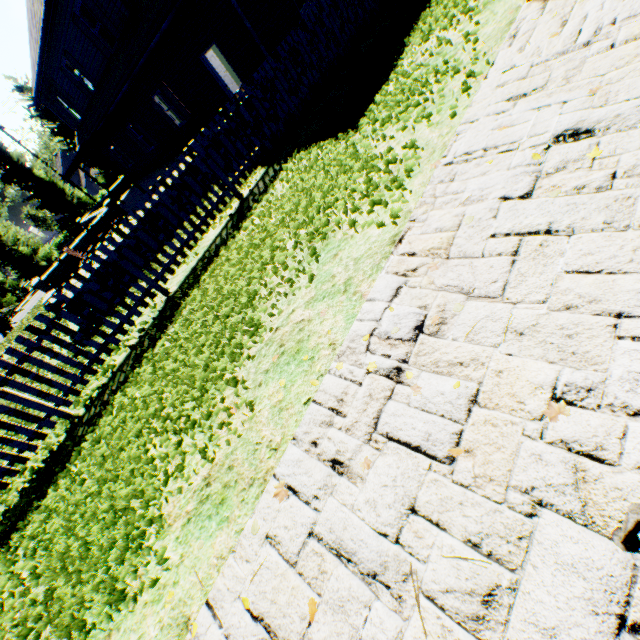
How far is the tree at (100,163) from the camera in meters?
28.2 m

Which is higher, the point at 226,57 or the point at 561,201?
the point at 226,57

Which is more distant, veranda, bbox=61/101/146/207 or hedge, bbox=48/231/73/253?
hedge, bbox=48/231/73/253

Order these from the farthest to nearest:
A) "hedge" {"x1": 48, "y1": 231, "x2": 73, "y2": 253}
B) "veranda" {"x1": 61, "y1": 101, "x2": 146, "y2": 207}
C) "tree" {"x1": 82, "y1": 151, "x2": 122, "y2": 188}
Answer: "hedge" {"x1": 48, "y1": 231, "x2": 73, "y2": 253} < "tree" {"x1": 82, "y1": 151, "x2": 122, "y2": 188} < "veranda" {"x1": 61, "y1": 101, "x2": 146, "y2": 207}

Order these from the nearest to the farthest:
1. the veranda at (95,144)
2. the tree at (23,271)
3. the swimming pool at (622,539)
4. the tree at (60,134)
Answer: the swimming pool at (622,539) → the veranda at (95,144) → the tree at (60,134) → the tree at (23,271)

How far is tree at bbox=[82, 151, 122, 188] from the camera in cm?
2819

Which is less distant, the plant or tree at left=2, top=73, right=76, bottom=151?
tree at left=2, top=73, right=76, bottom=151

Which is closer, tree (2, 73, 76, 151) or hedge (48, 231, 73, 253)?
tree (2, 73, 76, 151)
